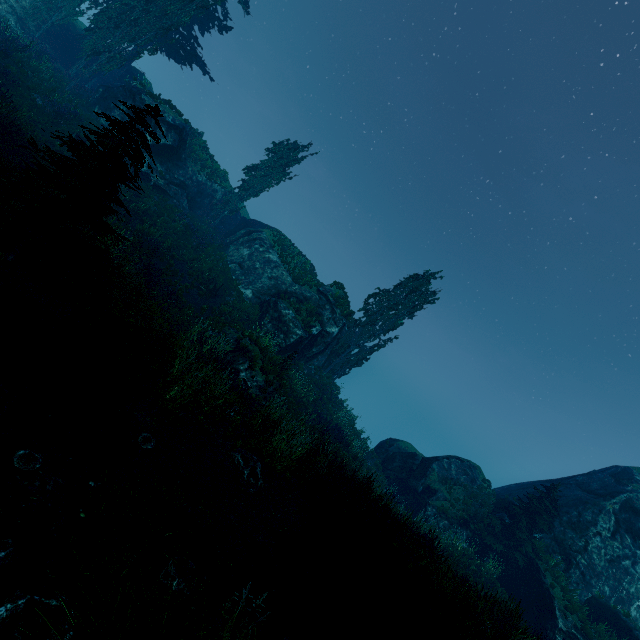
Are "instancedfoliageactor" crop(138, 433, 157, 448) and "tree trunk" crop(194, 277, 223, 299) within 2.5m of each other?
no

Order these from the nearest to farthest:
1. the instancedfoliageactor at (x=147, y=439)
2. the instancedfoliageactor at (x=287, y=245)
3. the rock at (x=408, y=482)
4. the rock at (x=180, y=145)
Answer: the instancedfoliageactor at (x=147, y=439) < the rock at (x=408, y=482) < the rock at (x=180, y=145) < the instancedfoliageactor at (x=287, y=245)

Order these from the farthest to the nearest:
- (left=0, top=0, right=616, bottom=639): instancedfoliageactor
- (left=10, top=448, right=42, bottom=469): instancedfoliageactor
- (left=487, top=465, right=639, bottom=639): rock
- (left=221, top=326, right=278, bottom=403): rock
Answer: (left=487, top=465, right=639, bottom=639): rock < (left=221, top=326, right=278, bottom=403): rock < (left=0, top=0, right=616, bottom=639): instancedfoliageactor < (left=10, top=448, right=42, bottom=469): instancedfoliageactor

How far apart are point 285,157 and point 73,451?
29.7m

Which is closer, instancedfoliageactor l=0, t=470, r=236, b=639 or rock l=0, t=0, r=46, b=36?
instancedfoliageactor l=0, t=470, r=236, b=639

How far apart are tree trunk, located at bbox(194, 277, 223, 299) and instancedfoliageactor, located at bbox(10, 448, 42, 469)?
14.9m

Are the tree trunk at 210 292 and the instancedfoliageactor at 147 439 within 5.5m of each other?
no

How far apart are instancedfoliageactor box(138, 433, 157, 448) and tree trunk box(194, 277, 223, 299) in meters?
13.4
